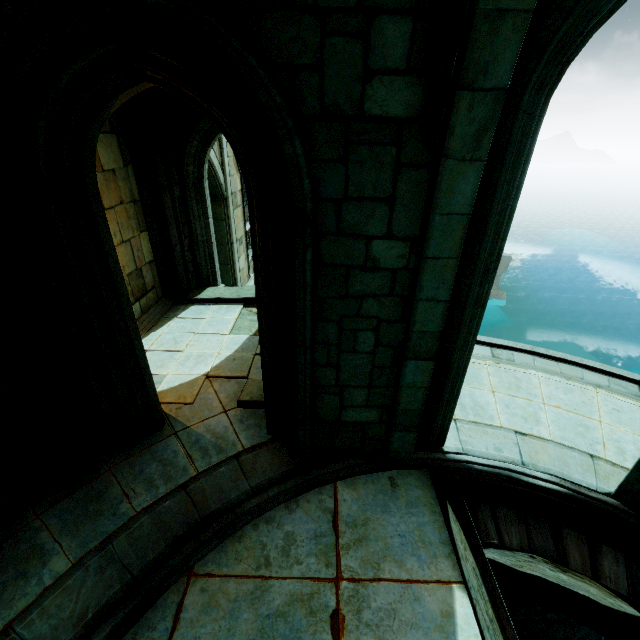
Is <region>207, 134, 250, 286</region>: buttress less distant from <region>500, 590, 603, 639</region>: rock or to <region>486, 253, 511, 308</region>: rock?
<region>500, 590, 603, 639</region>: rock

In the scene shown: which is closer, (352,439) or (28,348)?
(28,348)

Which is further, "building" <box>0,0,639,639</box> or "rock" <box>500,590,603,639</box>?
"rock" <box>500,590,603,639</box>

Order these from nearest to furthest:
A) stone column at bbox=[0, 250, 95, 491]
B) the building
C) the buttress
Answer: the building < stone column at bbox=[0, 250, 95, 491] < the buttress

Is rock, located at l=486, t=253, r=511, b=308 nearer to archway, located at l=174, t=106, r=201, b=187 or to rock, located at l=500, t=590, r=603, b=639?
archway, located at l=174, t=106, r=201, b=187

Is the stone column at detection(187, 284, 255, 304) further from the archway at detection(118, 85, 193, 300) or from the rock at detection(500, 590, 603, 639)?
the rock at detection(500, 590, 603, 639)

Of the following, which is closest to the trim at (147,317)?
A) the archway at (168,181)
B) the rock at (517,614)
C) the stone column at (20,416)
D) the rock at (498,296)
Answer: the archway at (168,181)

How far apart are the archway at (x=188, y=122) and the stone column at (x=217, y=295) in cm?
282
